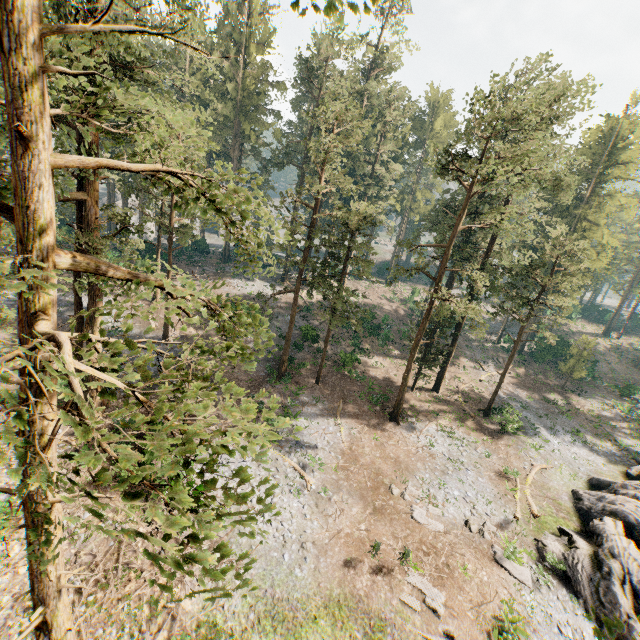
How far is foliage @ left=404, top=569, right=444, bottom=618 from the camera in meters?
15.0

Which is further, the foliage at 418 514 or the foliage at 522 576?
the foliage at 418 514

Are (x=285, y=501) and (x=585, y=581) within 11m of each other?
no

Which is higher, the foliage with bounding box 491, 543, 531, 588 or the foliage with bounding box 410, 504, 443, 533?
the foliage with bounding box 410, 504, 443, 533

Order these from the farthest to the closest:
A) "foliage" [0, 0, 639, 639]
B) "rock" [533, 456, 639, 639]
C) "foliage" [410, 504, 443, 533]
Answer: "foliage" [410, 504, 443, 533]
"rock" [533, 456, 639, 639]
"foliage" [0, 0, 639, 639]
